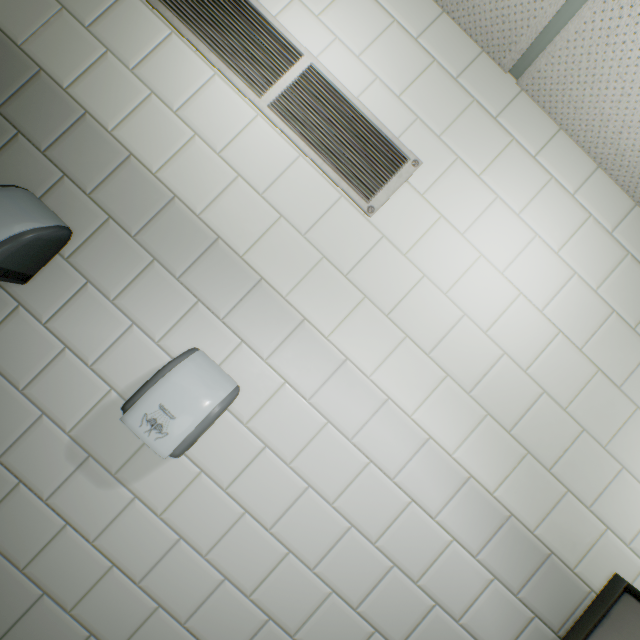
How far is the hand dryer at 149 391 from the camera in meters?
1.1 m

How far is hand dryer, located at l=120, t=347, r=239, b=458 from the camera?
1.1m

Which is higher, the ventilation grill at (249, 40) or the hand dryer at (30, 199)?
the ventilation grill at (249, 40)

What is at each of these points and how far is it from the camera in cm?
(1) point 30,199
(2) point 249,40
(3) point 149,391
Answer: (1) hand dryer, 125
(2) ventilation grill, 137
(3) hand dryer, 112

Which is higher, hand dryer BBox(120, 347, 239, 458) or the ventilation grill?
the ventilation grill

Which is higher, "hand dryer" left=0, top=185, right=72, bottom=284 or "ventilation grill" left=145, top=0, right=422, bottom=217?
"ventilation grill" left=145, top=0, right=422, bottom=217
